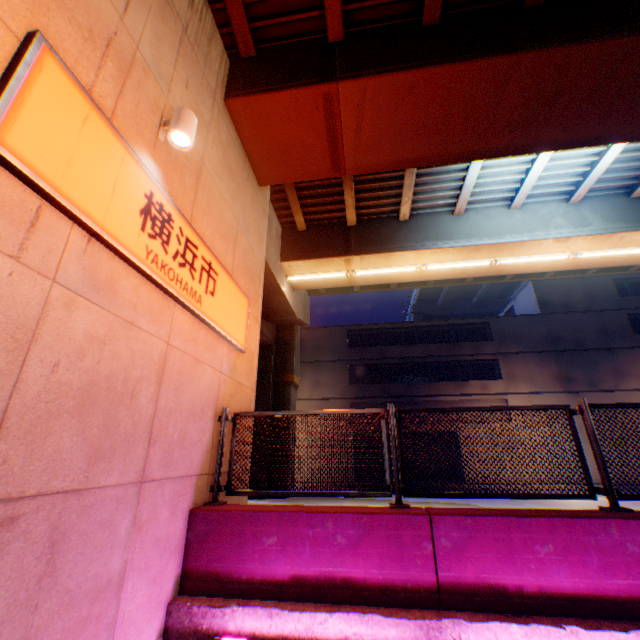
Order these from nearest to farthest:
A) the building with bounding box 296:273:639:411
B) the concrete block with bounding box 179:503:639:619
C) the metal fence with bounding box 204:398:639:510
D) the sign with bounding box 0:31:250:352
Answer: the sign with bounding box 0:31:250:352 → the concrete block with bounding box 179:503:639:619 → the metal fence with bounding box 204:398:639:510 → the building with bounding box 296:273:639:411

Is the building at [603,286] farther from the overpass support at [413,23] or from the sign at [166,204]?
the sign at [166,204]

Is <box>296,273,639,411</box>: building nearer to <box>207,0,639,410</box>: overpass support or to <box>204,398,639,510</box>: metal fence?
<box>207,0,639,410</box>: overpass support

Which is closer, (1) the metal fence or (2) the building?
(1) the metal fence

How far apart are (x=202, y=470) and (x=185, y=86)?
5.5 meters

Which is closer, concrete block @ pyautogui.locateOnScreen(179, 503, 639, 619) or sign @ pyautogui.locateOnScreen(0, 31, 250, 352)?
sign @ pyautogui.locateOnScreen(0, 31, 250, 352)

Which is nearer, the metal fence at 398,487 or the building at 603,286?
the metal fence at 398,487

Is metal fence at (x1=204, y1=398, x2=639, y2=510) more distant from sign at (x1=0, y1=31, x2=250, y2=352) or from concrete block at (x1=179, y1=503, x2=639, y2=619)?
sign at (x1=0, y1=31, x2=250, y2=352)
